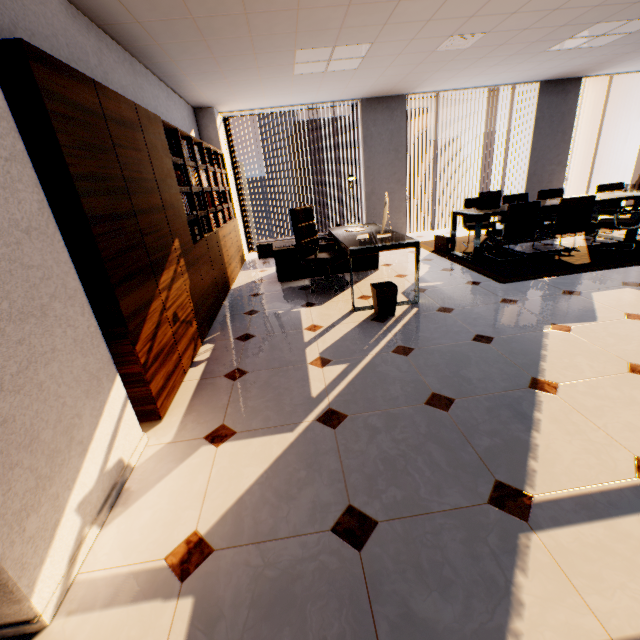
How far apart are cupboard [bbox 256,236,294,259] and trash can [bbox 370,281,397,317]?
3.8 meters

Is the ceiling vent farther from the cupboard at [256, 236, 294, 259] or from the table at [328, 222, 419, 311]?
the cupboard at [256, 236, 294, 259]

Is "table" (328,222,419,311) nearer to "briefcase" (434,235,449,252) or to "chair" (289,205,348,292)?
"chair" (289,205,348,292)

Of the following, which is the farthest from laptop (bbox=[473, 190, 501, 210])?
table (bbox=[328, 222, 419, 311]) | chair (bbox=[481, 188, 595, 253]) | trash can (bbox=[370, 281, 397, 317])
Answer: trash can (bbox=[370, 281, 397, 317])

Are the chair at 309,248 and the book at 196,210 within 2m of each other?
yes

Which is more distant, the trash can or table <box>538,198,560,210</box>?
table <box>538,198,560,210</box>

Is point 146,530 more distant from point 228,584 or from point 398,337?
point 398,337

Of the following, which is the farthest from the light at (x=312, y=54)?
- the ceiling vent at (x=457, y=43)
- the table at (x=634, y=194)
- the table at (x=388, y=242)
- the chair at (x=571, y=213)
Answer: the chair at (x=571, y=213)
